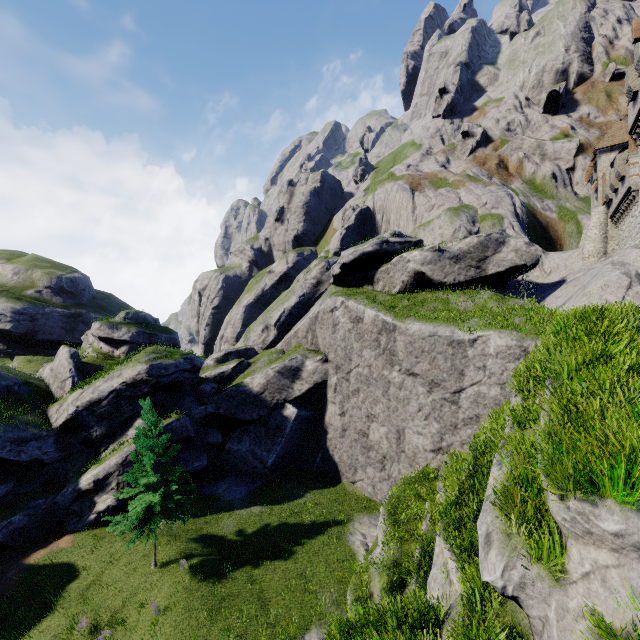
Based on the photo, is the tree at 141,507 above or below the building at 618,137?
below

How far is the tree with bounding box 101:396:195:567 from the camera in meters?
18.9 m

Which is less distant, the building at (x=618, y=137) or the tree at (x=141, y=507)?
the tree at (x=141, y=507)

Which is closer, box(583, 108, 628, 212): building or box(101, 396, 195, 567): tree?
box(101, 396, 195, 567): tree

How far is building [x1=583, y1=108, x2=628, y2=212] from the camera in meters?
32.9 m

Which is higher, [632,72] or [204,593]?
[632,72]

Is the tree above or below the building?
below
